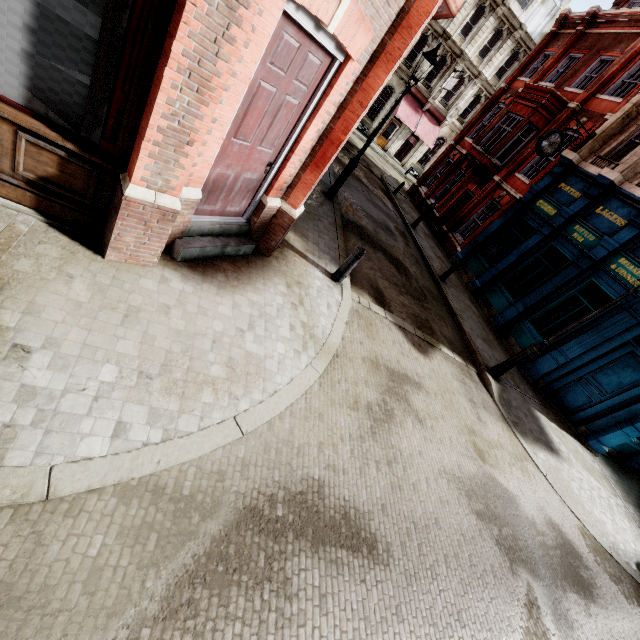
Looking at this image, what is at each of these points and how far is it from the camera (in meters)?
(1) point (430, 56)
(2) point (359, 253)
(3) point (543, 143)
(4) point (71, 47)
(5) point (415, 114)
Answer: (1) street light, 8.34
(2) post, 6.64
(3) clock, 13.09
(4) sign, 2.79
(5) awning, 30.33

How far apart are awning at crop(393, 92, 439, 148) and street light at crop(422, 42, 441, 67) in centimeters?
2401cm

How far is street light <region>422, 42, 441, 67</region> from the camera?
8.3 meters

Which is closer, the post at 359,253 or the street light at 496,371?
the post at 359,253

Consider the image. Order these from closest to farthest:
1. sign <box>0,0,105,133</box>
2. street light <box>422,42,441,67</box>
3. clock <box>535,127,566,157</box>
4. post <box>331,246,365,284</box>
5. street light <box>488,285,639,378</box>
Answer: sign <box>0,0,105,133</box>, post <box>331,246,365,284</box>, street light <box>488,285,639,378</box>, street light <box>422,42,441,67</box>, clock <box>535,127,566,157</box>

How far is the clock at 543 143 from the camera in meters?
12.8 m

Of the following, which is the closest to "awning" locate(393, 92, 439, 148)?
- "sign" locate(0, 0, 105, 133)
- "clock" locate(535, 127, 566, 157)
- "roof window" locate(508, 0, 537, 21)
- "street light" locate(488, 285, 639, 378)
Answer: "roof window" locate(508, 0, 537, 21)

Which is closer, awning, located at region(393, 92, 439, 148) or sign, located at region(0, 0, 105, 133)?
sign, located at region(0, 0, 105, 133)
